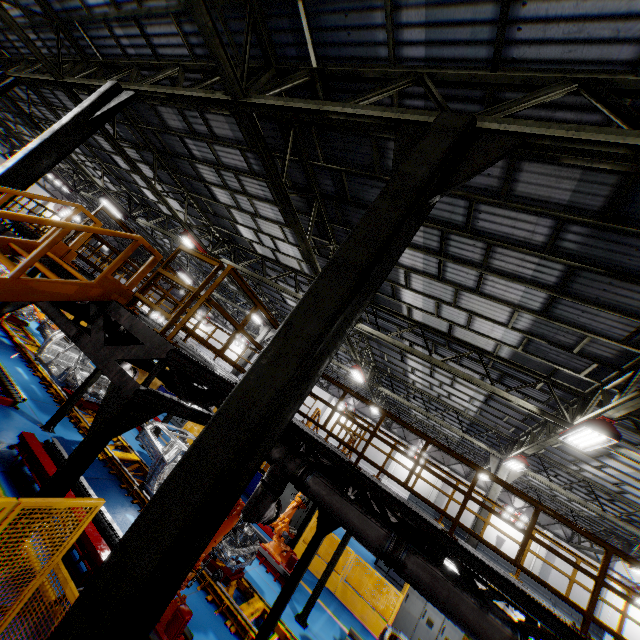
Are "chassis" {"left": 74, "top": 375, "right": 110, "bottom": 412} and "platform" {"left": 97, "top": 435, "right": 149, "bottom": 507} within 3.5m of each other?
yes

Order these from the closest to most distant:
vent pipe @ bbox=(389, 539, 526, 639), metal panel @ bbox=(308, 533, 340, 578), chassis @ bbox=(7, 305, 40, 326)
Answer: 1. vent pipe @ bbox=(389, 539, 526, 639)
2. metal panel @ bbox=(308, 533, 340, 578)
3. chassis @ bbox=(7, 305, 40, 326)

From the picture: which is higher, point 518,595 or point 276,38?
point 276,38

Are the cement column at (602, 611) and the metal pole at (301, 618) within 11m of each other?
no

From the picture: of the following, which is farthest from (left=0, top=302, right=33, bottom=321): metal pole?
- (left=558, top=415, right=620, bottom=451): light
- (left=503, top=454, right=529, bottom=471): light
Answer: (left=503, top=454, right=529, bottom=471): light

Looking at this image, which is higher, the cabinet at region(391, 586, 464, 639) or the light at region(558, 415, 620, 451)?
the light at region(558, 415, 620, 451)

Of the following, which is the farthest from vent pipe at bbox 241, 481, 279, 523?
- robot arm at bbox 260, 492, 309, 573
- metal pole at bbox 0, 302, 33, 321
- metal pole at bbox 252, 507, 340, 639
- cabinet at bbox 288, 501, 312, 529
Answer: cabinet at bbox 288, 501, 312, 529

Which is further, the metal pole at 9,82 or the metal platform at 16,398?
the metal pole at 9,82
